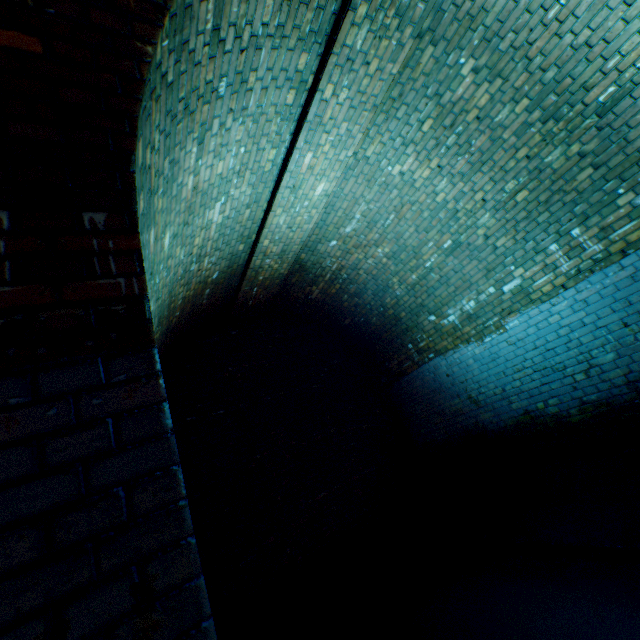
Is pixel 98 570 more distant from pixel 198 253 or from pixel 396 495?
pixel 396 495
